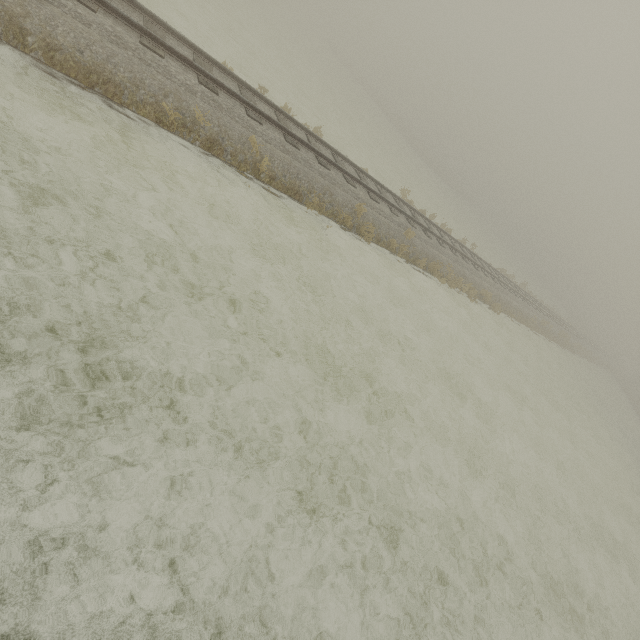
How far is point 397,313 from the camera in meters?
11.1
